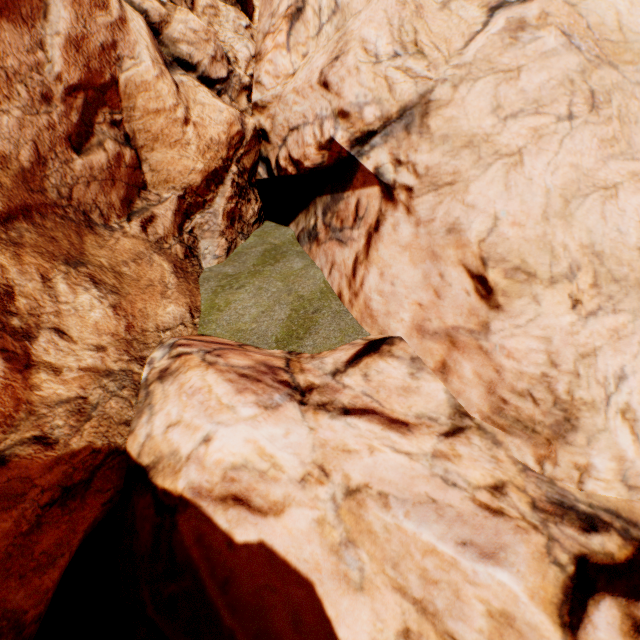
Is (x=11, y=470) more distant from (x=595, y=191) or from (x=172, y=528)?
(x=595, y=191)
